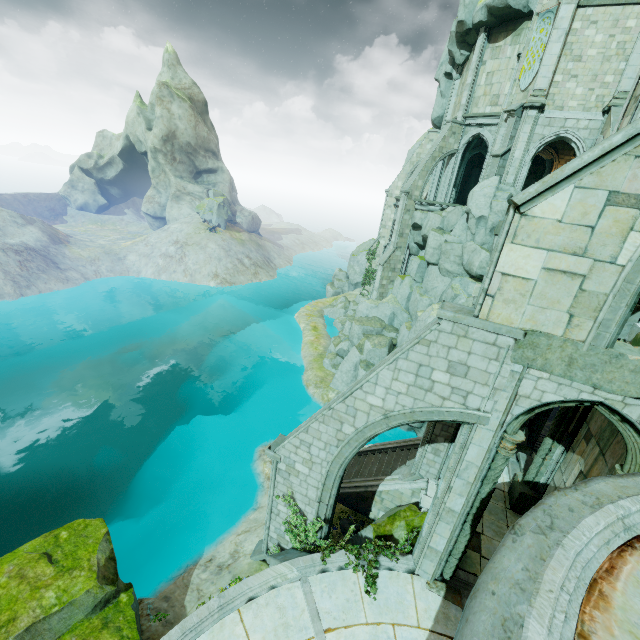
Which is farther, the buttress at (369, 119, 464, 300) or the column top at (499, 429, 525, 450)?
the buttress at (369, 119, 464, 300)

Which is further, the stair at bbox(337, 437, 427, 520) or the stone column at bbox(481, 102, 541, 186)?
the stone column at bbox(481, 102, 541, 186)

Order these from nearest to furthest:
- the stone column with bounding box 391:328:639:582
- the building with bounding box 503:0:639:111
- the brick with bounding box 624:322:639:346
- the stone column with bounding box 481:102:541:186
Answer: the stone column with bounding box 391:328:639:582 → the brick with bounding box 624:322:639:346 → the building with bounding box 503:0:639:111 → the stone column with bounding box 481:102:541:186

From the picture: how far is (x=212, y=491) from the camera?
16.9m

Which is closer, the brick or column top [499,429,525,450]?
column top [499,429,525,450]

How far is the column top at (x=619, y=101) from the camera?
17.80m

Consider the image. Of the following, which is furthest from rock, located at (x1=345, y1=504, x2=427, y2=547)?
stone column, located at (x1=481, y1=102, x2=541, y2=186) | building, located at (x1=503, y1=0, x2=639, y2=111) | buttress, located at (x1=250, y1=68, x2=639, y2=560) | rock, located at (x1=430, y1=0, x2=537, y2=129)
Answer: rock, located at (x1=430, y1=0, x2=537, y2=129)

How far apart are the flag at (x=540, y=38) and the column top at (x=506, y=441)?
22.66m
